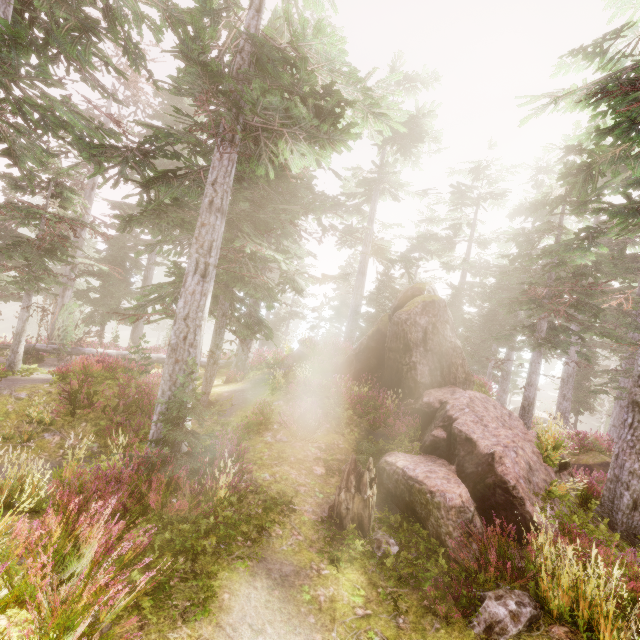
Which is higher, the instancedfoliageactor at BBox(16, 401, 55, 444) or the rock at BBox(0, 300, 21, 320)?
the instancedfoliageactor at BBox(16, 401, 55, 444)

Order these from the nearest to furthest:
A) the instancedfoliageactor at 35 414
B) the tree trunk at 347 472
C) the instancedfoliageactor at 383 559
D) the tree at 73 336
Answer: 1. the instancedfoliageactor at 383 559
2. the tree trunk at 347 472
3. the instancedfoliageactor at 35 414
4. the tree at 73 336

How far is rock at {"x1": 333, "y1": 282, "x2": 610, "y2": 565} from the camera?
7.1m

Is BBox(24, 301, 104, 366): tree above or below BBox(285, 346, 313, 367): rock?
below

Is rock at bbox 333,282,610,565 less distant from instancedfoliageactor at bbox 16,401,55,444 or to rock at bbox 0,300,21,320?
instancedfoliageactor at bbox 16,401,55,444

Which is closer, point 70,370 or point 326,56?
point 326,56

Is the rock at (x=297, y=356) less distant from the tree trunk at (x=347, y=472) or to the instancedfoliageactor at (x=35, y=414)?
the instancedfoliageactor at (x=35, y=414)
